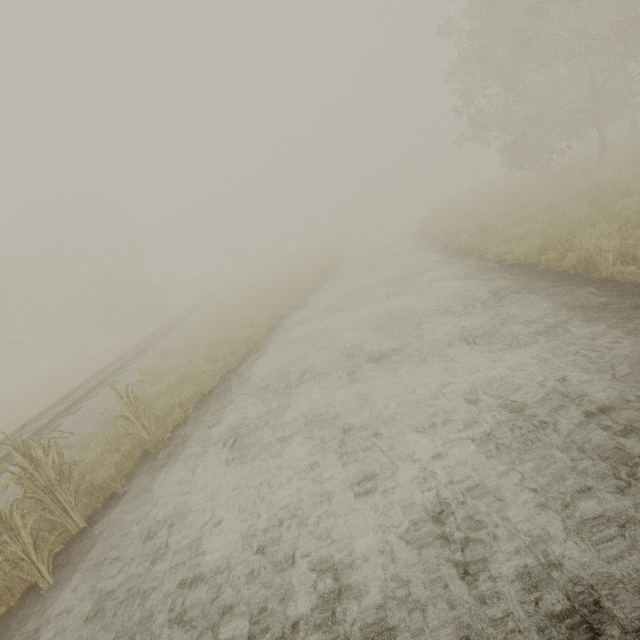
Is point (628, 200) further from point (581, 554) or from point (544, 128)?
point (544, 128)

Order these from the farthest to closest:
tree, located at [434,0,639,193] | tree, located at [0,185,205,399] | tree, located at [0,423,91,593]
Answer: tree, located at [0,185,205,399], tree, located at [434,0,639,193], tree, located at [0,423,91,593]

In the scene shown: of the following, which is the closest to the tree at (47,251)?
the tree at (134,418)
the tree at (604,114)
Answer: the tree at (604,114)

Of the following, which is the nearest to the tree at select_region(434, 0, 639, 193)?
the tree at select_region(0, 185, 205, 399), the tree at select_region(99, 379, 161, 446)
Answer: the tree at select_region(0, 185, 205, 399)

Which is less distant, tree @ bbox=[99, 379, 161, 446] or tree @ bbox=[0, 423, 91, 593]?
tree @ bbox=[0, 423, 91, 593]

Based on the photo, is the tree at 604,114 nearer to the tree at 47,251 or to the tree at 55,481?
the tree at 47,251

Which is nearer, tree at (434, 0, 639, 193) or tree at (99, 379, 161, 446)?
tree at (99, 379, 161, 446)

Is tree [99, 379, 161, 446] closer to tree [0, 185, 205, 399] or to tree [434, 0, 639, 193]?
tree [434, 0, 639, 193]
